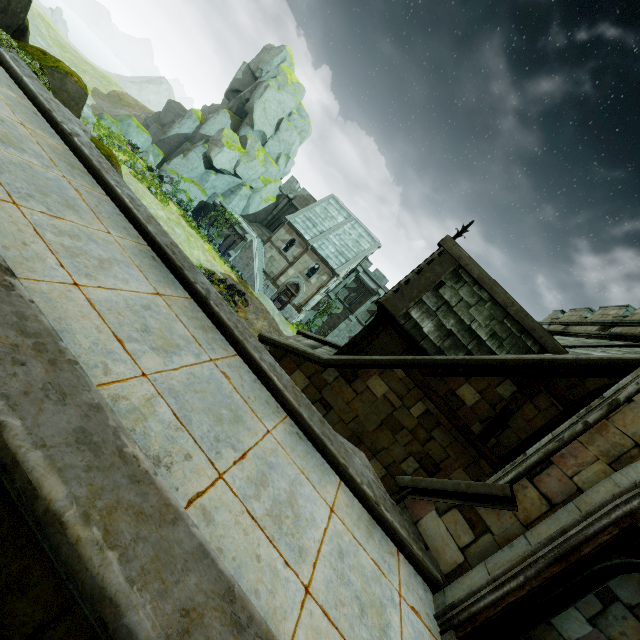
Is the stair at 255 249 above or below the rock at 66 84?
below

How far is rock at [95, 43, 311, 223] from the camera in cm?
3353

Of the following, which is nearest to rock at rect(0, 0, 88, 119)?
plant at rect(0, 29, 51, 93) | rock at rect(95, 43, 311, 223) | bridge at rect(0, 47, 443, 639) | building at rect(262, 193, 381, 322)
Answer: bridge at rect(0, 47, 443, 639)

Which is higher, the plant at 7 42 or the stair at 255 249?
the plant at 7 42

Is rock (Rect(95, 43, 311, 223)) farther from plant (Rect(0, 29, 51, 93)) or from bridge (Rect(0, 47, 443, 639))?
plant (Rect(0, 29, 51, 93))

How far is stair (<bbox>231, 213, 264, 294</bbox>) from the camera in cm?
3344

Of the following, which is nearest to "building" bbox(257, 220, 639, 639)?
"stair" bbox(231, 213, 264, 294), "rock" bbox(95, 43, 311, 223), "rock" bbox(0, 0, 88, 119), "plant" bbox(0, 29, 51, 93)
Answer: "stair" bbox(231, 213, 264, 294)

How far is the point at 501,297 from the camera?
10.2 meters
